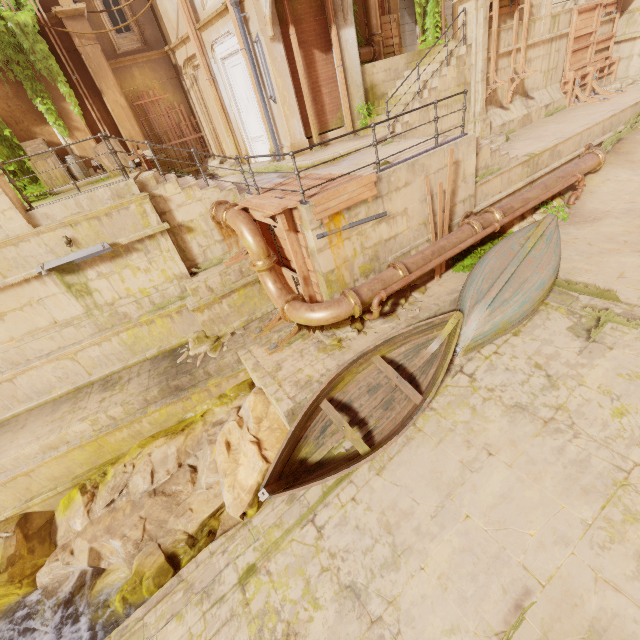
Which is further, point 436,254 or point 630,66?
point 630,66

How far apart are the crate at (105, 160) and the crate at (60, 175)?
1.2m

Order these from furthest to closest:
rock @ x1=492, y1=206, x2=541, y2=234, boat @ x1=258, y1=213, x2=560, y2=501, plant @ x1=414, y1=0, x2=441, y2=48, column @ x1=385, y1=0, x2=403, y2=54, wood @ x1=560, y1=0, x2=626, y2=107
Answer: plant @ x1=414, y1=0, x2=441, y2=48 < column @ x1=385, y1=0, x2=403, y2=54 < wood @ x1=560, y1=0, x2=626, y2=107 < rock @ x1=492, y1=206, x2=541, y2=234 < boat @ x1=258, y1=213, x2=560, y2=501

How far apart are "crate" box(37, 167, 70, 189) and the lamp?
4.99m

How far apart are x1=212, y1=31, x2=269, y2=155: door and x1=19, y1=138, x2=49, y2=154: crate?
6.3m

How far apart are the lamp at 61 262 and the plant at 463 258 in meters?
9.2

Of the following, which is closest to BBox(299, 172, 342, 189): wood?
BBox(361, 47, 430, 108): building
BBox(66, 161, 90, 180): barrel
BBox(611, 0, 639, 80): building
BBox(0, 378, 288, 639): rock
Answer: BBox(0, 378, 288, 639): rock

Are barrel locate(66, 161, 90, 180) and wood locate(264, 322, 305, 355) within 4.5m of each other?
no
